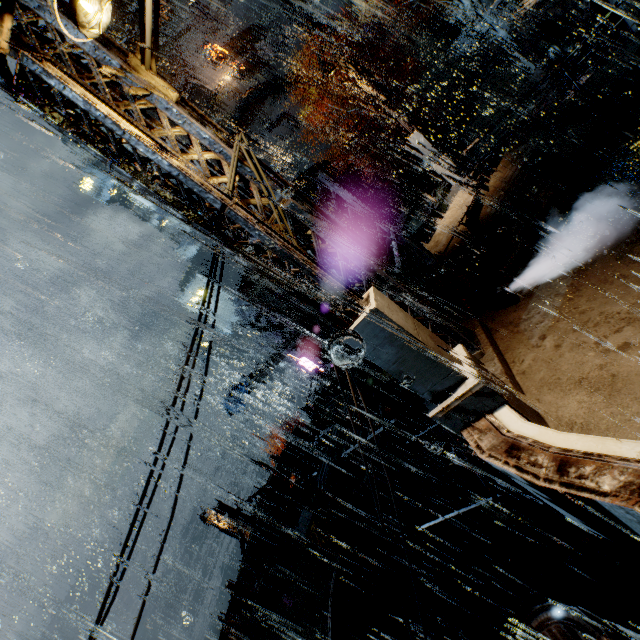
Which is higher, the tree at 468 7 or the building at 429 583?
the tree at 468 7

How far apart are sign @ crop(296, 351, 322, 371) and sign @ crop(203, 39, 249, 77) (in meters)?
34.71

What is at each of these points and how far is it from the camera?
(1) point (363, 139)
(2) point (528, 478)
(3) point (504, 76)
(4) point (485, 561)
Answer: (1) building vent, 36.12m
(2) bridge, 3.37m
(3) stairs, 23.12m
(4) building, 14.19m

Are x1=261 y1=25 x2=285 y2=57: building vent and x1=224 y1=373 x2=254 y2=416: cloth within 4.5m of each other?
no

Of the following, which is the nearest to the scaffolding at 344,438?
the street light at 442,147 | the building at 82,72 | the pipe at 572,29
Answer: the building at 82,72

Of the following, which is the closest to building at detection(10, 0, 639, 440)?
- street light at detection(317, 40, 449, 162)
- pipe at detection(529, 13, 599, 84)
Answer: street light at detection(317, 40, 449, 162)

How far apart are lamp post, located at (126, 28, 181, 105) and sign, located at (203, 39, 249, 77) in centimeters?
4155cm

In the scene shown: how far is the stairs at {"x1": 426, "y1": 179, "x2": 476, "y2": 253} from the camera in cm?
1155
